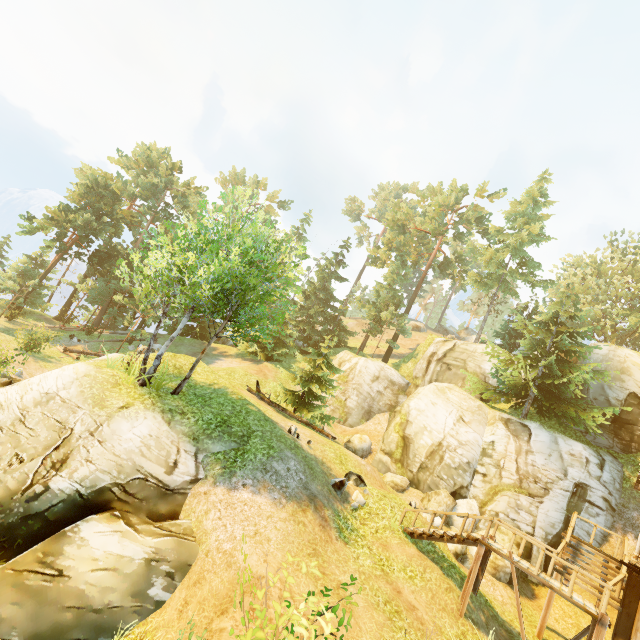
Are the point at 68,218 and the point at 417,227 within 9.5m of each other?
no

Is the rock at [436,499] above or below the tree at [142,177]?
Answer: below

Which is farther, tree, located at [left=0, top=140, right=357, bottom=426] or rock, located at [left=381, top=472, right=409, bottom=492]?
rock, located at [left=381, top=472, right=409, bottom=492]

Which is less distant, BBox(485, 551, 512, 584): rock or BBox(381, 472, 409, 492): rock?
BBox(485, 551, 512, 584): rock

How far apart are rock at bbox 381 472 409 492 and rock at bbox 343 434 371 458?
2.7 meters

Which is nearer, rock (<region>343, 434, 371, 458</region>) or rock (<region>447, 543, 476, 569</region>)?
rock (<region>447, 543, 476, 569</region>)

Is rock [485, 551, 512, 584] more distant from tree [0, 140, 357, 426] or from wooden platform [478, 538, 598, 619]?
tree [0, 140, 357, 426]

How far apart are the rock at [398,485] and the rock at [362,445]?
2.7 meters
